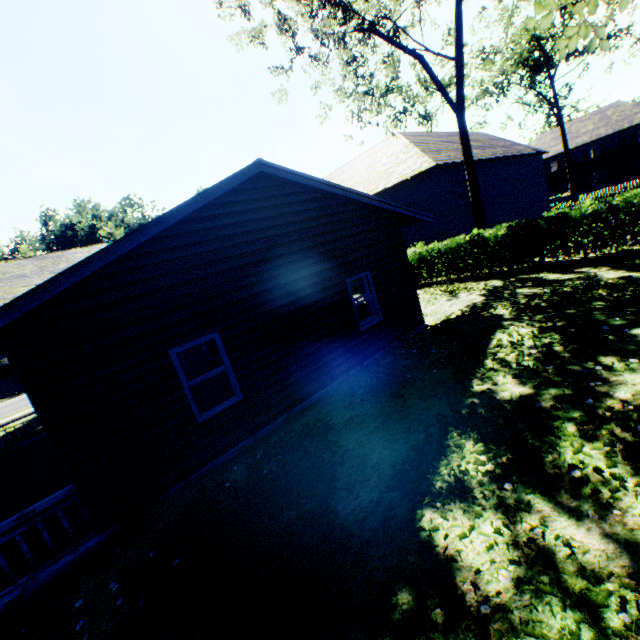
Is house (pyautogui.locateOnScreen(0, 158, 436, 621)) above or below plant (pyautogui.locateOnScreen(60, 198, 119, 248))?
below

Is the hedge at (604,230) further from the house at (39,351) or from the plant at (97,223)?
the plant at (97,223)

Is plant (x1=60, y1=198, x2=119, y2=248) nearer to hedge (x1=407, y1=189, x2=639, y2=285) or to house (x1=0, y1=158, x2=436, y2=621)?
house (x1=0, y1=158, x2=436, y2=621)

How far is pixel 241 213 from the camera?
7.2m

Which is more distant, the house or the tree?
the tree

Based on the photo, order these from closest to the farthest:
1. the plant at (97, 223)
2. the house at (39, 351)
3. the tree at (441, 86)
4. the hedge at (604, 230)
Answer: the house at (39, 351)
the hedge at (604, 230)
the tree at (441, 86)
the plant at (97, 223)

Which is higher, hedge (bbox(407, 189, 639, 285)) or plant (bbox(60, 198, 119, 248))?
plant (bbox(60, 198, 119, 248))

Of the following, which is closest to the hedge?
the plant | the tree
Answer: the tree
